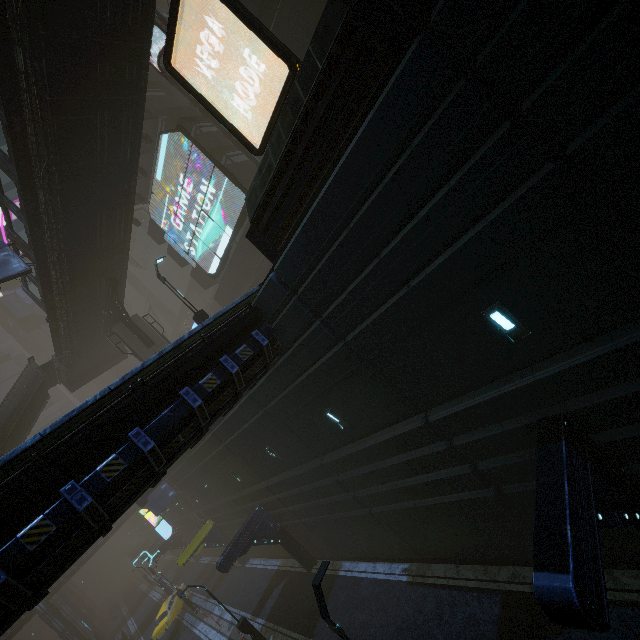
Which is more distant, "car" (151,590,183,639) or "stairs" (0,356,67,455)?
"car" (151,590,183,639)

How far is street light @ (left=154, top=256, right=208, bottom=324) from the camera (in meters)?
17.31

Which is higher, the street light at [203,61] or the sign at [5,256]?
the sign at [5,256]

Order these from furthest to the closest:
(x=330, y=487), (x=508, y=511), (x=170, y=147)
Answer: (x=170, y=147) → (x=330, y=487) → (x=508, y=511)

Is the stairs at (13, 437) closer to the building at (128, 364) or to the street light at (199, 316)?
the building at (128, 364)

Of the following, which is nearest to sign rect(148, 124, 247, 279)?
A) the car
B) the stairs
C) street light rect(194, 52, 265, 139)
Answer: street light rect(194, 52, 265, 139)

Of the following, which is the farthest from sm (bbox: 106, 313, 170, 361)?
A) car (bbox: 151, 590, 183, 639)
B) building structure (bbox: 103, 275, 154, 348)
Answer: car (bbox: 151, 590, 183, 639)

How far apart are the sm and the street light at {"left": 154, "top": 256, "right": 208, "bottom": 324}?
9.4 meters
